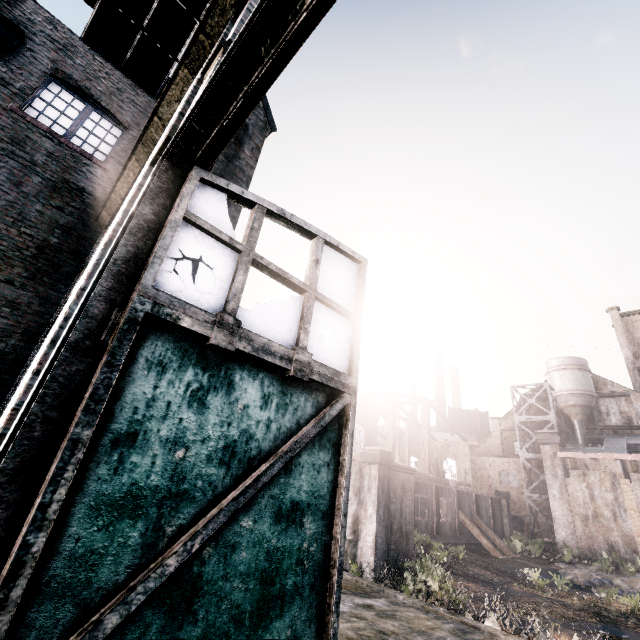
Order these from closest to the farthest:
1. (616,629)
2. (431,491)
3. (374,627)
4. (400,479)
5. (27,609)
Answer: (27,609), (374,627), (616,629), (400,479), (431,491)

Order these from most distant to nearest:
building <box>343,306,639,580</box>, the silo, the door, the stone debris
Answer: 1. the silo
2. the stone debris
3. building <box>343,306,639,580</box>
4. the door

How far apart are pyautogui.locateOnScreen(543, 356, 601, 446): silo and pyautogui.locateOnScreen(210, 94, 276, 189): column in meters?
51.3 m

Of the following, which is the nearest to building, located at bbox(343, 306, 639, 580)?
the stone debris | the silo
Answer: the silo

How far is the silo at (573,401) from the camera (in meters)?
41.34

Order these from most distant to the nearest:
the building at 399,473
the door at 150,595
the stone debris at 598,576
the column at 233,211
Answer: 1. the stone debris at 598,576
2. the building at 399,473
3. the column at 233,211
4. the door at 150,595

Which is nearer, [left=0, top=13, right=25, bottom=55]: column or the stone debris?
[left=0, top=13, right=25, bottom=55]: column
